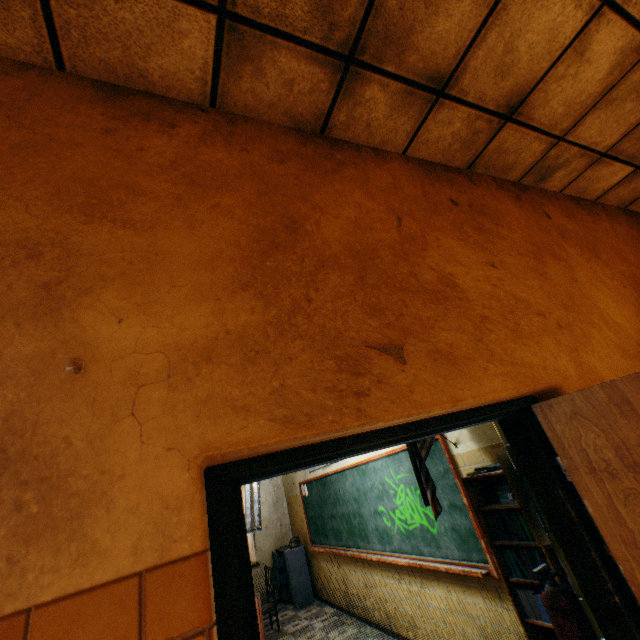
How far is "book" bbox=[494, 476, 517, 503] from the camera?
2.54m

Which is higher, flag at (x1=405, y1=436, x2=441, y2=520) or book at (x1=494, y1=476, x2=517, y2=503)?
flag at (x1=405, y1=436, x2=441, y2=520)

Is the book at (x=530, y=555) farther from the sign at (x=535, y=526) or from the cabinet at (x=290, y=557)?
the cabinet at (x=290, y=557)

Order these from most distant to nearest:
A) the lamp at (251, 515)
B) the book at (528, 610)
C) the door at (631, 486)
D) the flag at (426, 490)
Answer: the lamp at (251, 515)
the flag at (426, 490)
the book at (528, 610)
the door at (631, 486)

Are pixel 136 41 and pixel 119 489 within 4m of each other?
yes

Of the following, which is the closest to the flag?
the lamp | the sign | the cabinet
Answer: the sign

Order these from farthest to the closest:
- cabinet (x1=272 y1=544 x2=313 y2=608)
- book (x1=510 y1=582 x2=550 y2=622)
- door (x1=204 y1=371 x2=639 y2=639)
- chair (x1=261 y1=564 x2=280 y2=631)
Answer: cabinet (x1=272 y1=544 x2=313 y2=608) → chair (x1=261 y1=564 x2=280 y2=631) → book (x1=510 y1=582 x2=550 y2=622) → door (x1=204 y1=371 x2=639 y2=639)

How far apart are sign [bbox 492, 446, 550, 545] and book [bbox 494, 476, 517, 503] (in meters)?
0.42
